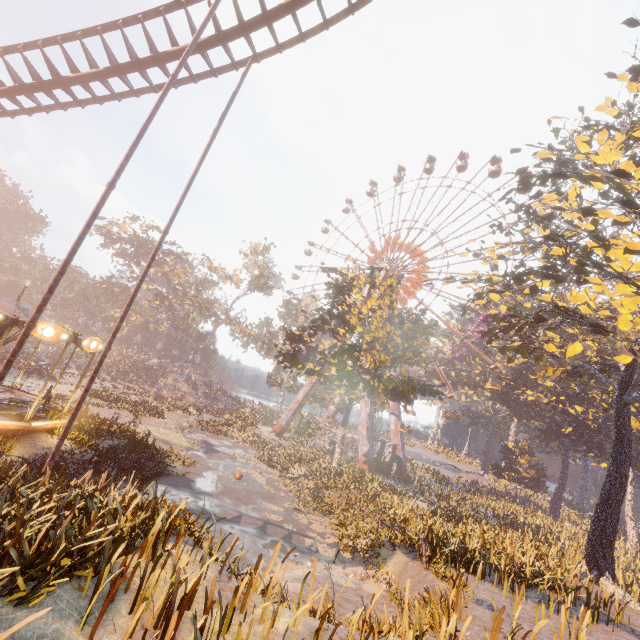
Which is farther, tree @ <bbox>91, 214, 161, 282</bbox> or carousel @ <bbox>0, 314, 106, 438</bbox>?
tree @ <bbox>91, 214, 161, 282</bbox>

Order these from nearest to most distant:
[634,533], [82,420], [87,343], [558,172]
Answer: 1. [87,343]
2. [558,172]
3. [82,420]
4. [634,533]

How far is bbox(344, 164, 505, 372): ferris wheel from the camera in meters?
40.7

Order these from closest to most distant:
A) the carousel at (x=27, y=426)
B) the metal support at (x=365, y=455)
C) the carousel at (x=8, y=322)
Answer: the carousel at (x=8, y=322) → the carousel at (x=27, y=426) → the metal support at (x=365, y=455)

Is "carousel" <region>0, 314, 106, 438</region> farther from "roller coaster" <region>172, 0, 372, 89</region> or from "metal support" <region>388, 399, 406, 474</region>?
"metal support" <region>388, 399, 406, 474</region>

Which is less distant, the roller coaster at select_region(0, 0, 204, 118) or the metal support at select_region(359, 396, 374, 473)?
the roller coaster at select_region(0, 0, 204, 118)

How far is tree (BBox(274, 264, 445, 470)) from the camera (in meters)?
23.84

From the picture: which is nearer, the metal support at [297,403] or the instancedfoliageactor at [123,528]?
the instancedfoliageactor at [123,528]
